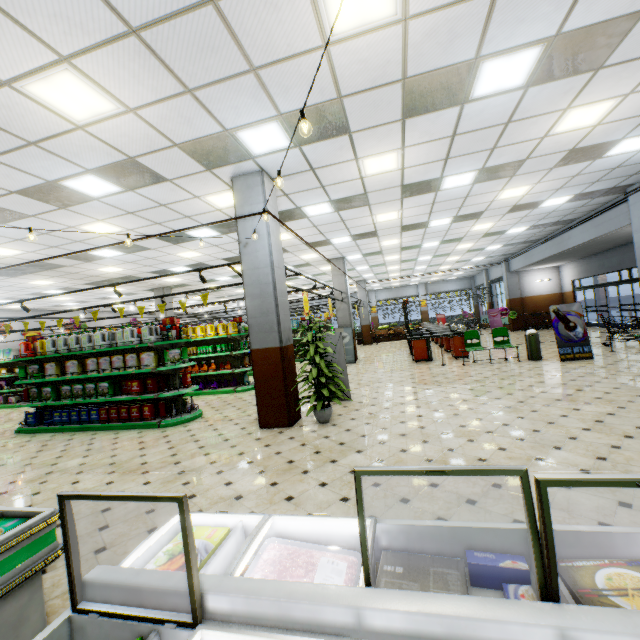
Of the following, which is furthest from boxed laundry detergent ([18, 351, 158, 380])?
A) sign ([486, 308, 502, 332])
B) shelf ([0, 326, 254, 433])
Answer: sign ([486, 308, 502, 332])

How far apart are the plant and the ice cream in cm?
421

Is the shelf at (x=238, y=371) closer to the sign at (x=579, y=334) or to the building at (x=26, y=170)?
the building at (x=26, y=170)

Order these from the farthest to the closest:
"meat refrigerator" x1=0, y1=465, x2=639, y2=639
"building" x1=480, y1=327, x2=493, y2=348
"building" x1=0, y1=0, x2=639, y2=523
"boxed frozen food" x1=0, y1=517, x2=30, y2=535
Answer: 1. "building" x1=480, y1=327, x2=493, y2=348
2. "building" x1=0, y1=0, x2=639, y2=523
3. "boxed frozen food" x1=0, y1=517, x2=30, y2=535
4. "meat refrigerator" x1=0, y1=465, x2=639, y2=639

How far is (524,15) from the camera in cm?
353

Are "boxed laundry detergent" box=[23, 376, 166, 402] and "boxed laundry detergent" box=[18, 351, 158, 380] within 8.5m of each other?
yes

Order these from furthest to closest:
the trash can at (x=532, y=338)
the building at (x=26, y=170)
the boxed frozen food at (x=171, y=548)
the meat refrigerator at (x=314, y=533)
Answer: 1. the trash can at (x=532, y=338)
2. the building at (x=26, y=170)
3. the boxed frozen food at (x=171, y=548)
4. the meat refrigerator at (x=314, y=533)

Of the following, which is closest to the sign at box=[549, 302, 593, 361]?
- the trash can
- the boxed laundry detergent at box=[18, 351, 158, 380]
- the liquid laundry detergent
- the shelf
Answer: the trash can
